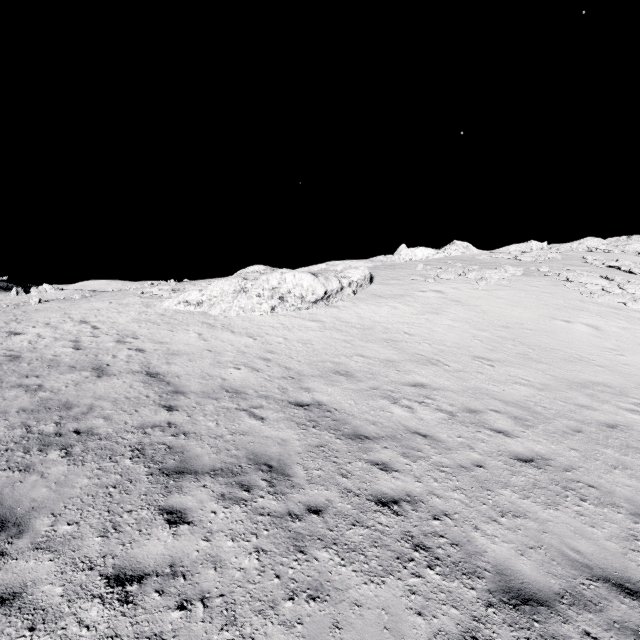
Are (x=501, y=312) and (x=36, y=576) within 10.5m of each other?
no
